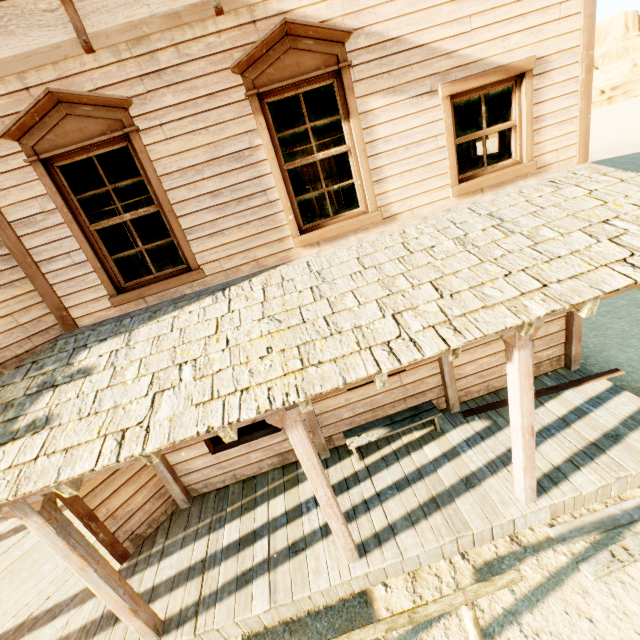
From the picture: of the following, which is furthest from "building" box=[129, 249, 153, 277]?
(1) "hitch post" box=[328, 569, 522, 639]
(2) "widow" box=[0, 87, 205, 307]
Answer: (1) "hitch post" box=[328, 569, 522, 639]

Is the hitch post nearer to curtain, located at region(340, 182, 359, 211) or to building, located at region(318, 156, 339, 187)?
building, located at region(318, 156, 339, 187)

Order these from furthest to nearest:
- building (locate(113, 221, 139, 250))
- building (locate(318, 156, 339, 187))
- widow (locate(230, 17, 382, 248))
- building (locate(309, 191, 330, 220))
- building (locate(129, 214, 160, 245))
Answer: building (locate(129, 214, 160, 245)) < building (locate(113, 221, 139, 250)) < building (locate(309, 191, 330, 220)) < building (locate(318, 156, 339, 187)) < widow (locate(230, 17, 382, 248))

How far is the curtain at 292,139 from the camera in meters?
4.1 m

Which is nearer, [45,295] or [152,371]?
[152,371]

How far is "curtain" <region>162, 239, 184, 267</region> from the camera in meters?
4.4

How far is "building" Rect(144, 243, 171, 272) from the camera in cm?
1406

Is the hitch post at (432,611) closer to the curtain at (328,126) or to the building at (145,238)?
the building at (145,238)
